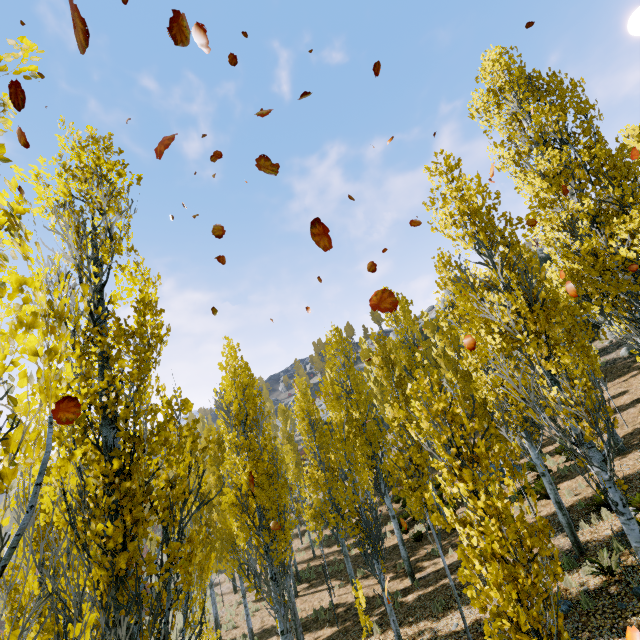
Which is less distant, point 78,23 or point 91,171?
point 78,23

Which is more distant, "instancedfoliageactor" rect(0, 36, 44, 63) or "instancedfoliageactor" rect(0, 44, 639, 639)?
"instancedfoliageactor" rect(0, 44, 639, 639)

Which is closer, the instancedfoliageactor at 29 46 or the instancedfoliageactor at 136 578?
the instancedfoliageactor at 29 46
